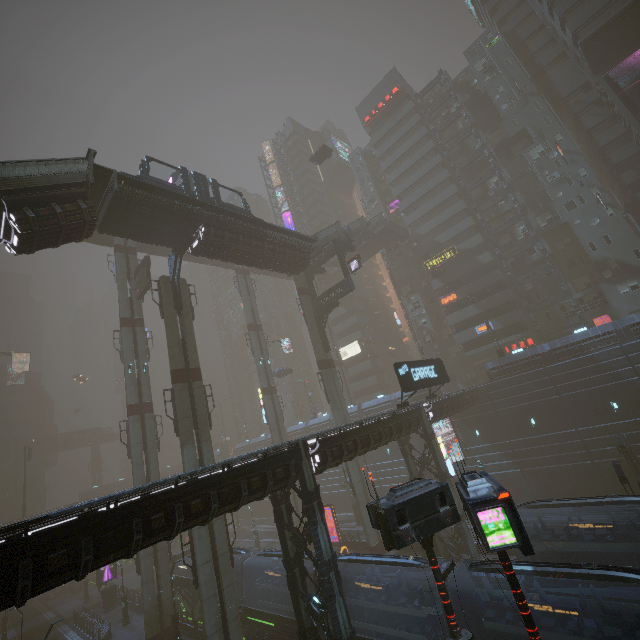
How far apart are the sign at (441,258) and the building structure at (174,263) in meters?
36.5 m

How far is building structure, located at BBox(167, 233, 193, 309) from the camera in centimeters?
2494cm

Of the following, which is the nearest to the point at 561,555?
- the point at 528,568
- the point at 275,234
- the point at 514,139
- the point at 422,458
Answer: the point at 528,568

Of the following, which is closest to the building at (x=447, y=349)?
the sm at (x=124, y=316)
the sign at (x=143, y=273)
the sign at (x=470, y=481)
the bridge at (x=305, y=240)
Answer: the bridge at (x=305, y=240)

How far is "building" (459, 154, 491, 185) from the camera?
49.1m

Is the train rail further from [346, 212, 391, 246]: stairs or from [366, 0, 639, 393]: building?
[346, 212, 391, 246]: stairs

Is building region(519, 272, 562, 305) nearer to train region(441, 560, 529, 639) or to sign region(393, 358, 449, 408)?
train region(441, 560, 529, 639)
